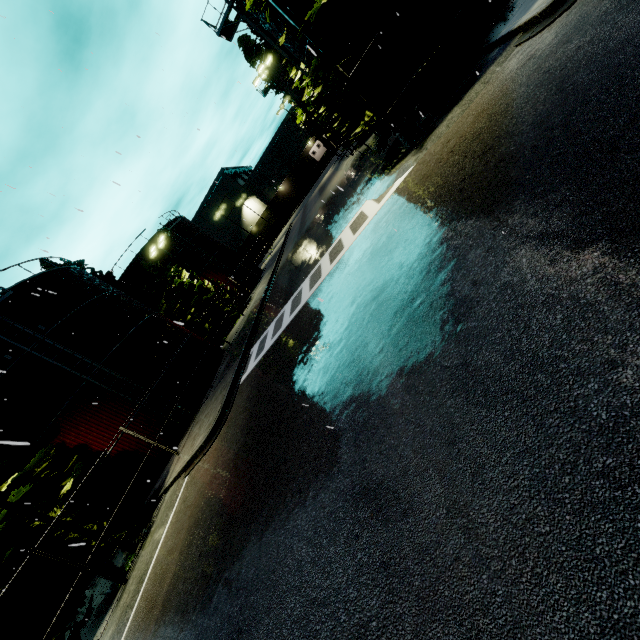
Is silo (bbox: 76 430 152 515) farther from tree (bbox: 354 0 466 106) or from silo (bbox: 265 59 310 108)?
silo (bbox: 265 59 310 108)

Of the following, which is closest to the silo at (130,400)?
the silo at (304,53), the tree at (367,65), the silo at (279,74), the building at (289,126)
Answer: the silo at (304,53)

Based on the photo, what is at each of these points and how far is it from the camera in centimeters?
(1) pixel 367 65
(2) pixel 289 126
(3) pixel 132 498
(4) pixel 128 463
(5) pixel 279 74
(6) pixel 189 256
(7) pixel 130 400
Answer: (1) tree, 1112cm
(2) building, 5912cm
(3) silo, 1711cm
(4) silo, 1727cm
(5) silo, 3356cm
(6) silo, 3672cm
(7) silo, 1791cm

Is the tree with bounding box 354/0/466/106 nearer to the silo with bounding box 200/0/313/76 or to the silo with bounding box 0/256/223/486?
the silo with bounding box 200/0/313/76

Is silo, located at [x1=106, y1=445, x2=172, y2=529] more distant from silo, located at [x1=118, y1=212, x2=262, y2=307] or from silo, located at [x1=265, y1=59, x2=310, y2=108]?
silo, located at [x1=265, y1=59, x2=310, y2=108]

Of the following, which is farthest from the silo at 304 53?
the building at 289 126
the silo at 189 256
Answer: the building at 289 126

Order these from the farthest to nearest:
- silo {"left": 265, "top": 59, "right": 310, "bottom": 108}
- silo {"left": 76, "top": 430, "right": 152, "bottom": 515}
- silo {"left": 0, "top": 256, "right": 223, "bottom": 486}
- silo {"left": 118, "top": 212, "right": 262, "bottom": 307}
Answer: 1. silo {"left": 118, "top": 212, "right": 262, "bottom": 307}
2. silo {"left": 265, "top": 59, "right": 310, "bottom": 108}
3. silo {"left": 76, "top": 430, "right": 152, "bottom": 515}
4. silo {"left": 0, "top": 256, "right": 223, "bottom": 486}

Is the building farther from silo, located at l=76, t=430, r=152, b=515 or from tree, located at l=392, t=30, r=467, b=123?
tree, located at l=392, t=30, r=467, b=123
